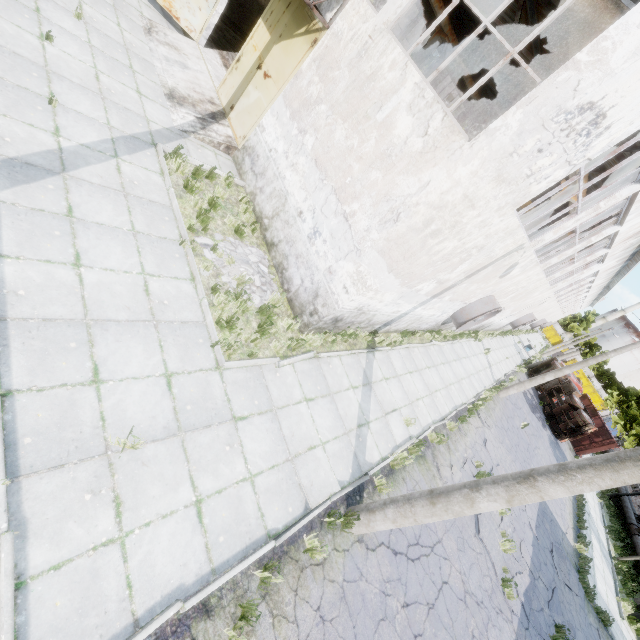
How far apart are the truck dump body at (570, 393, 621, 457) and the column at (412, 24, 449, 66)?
32.11m

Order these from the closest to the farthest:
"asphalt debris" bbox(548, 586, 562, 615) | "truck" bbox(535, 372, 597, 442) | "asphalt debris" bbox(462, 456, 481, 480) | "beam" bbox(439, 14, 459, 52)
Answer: "asphalt debris" bbox(548, 586, 562, 615)
"asphalt debris" bbox(462, 456, 481, 480)
"beam" bbox(439, 14, 459, 52)
"truck" bbox(535, 372, 597, 442)

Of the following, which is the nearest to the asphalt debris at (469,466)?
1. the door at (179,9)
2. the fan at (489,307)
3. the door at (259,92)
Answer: the fan at (489,307)

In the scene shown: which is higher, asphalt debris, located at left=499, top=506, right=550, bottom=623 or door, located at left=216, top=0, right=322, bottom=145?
door, located at left=216, top=0, right=322, bottom=145

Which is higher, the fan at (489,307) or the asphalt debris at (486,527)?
the fan at (489,307)

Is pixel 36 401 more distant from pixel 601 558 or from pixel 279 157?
pixel 601 558

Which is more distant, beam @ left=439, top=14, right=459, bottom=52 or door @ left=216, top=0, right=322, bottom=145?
beam @ left=439, top=14, right=459, bottom=52

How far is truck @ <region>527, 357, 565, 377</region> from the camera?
29.6m
